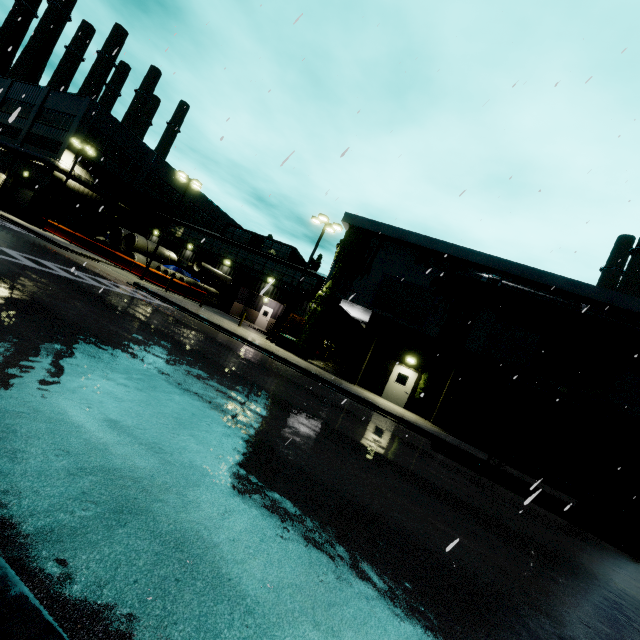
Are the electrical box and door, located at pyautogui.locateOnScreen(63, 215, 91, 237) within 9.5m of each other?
no

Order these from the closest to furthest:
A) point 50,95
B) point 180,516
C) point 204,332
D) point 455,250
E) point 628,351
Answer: point 180,516, point 204,332, point 628,351, point 455,250, point 50,95

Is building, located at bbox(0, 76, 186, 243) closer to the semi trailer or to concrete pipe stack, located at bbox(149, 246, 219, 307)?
concrete pipe stack, located at bbox(149, 246, 219, 307)

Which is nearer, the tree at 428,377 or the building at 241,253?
the tree at 428,377

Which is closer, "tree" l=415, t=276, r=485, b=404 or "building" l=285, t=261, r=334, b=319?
"tree" l=415, t=276, r=485, b=404

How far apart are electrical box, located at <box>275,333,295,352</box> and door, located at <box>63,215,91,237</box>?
19.5 meters

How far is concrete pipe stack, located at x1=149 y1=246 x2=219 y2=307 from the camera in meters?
31.8 m

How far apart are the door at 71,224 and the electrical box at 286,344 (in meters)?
19.50
